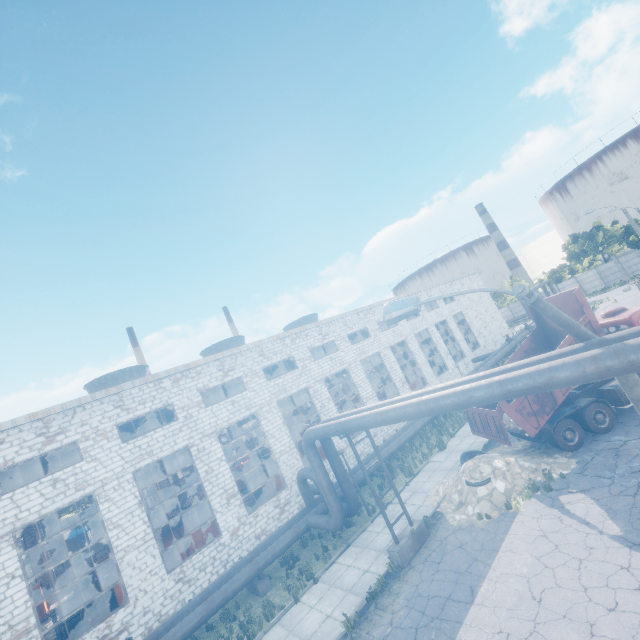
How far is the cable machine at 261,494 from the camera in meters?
22.1 m

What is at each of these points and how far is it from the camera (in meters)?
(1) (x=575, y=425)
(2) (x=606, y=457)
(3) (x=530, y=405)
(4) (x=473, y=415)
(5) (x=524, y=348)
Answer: (1) truck, 13.23
(2) asphalt debris, 11.76
(3) truck dump body, 13.16
(4) truck dump back, 15.25
(5) truck dump body, 16.67

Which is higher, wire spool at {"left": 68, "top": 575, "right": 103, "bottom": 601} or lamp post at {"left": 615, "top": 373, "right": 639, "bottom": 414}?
lamp post at {"left": 615, "top": 373, "right": 639, "bottom": 414}

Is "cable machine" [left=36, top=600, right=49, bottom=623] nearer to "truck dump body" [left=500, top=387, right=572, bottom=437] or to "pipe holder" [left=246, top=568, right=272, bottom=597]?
"pipe holder" [left=246, top=568, right=272, bottom=597]

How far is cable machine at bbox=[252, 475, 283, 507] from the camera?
22.1m

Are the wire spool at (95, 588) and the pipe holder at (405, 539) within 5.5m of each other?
no

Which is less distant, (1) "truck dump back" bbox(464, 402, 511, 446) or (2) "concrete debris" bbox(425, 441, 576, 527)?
(2) "concrete debris" bbox(425, 441, 576, 527)

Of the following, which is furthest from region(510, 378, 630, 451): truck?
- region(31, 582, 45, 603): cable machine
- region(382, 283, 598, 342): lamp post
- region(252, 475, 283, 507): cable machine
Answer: region(31, 582, 45, 603): cable machine
